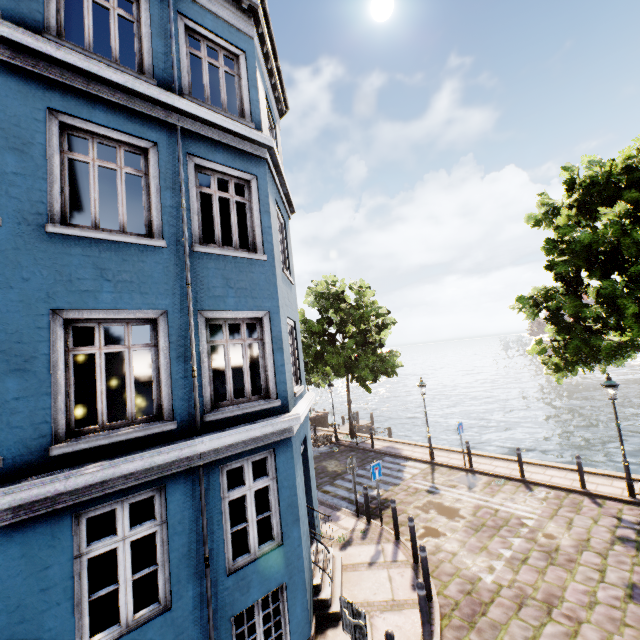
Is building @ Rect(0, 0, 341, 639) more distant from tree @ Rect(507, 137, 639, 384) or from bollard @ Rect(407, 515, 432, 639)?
tree @ Rect(507, 137, 639, 384)

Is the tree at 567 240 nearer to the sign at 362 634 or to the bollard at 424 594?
the bollard at 424 594

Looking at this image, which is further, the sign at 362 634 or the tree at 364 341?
the tree at 364 341

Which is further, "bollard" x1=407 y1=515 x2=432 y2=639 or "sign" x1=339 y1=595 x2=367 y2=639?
"bollard" x1=407 y1=515 x2=432 y2=639

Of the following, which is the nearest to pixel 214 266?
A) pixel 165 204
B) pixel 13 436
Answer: pixel 165 204

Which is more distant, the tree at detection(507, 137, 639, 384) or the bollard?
the tree at detection(507, 137, 639, 384)

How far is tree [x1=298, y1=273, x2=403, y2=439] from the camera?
18.3m

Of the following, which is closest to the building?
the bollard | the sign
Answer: the sign
